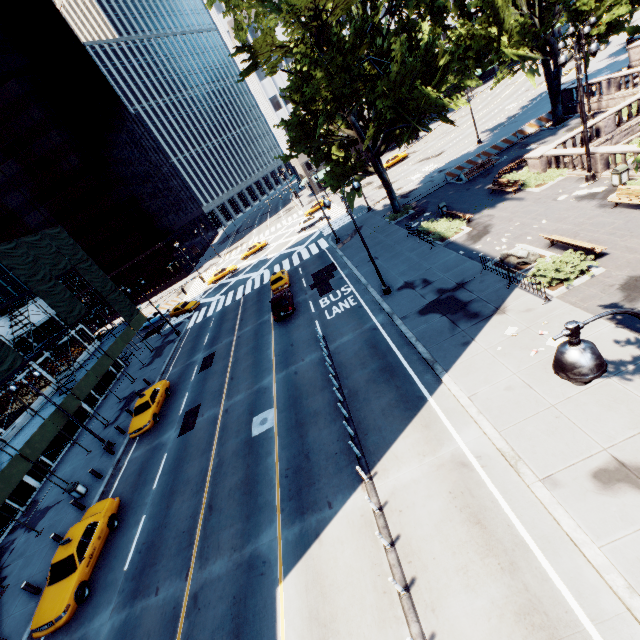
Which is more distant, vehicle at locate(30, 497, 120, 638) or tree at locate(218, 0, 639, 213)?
tree at locate(218, 0, 639, 213)

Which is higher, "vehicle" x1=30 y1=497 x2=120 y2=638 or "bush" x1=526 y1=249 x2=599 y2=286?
"vehicle" x1=30 y1=497 x2=120 y2=638

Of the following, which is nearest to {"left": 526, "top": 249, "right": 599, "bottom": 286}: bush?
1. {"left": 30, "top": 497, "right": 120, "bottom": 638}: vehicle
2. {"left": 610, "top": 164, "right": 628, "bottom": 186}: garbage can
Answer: {"left": 610, "top": 164, "right": 628, "bottom": 186}: garbage can

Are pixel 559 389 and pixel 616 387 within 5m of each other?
yes

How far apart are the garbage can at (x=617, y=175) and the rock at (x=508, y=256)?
6.84m

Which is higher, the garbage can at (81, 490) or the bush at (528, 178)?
the garbage can at (81, 490)

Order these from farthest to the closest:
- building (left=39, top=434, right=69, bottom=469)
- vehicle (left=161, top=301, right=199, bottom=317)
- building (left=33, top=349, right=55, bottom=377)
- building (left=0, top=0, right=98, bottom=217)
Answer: building (left=0, top=0, right=98, bottom=217)
vehicle (left=161, top=301, right=199, bottom=317)
building (left=33, top=349, right=55, bottom=377)
building (left=39, top=434, right=69, bottom=469)

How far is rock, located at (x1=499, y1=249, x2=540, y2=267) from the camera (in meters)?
16.16
